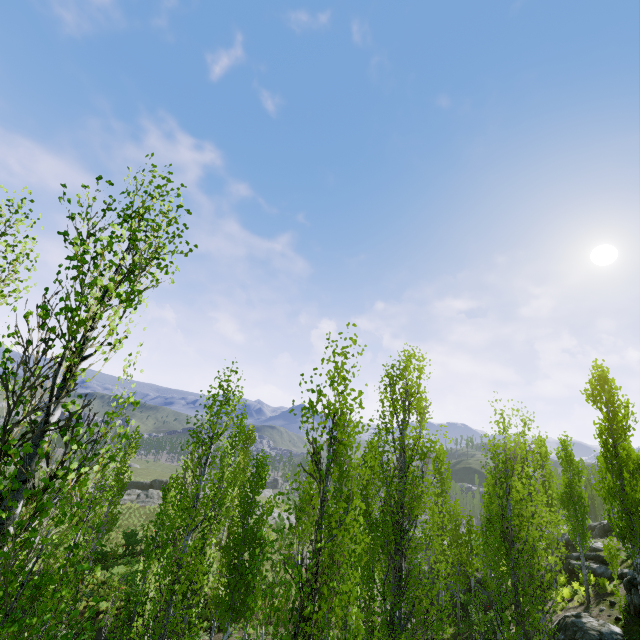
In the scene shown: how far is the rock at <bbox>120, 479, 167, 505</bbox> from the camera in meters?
41.7

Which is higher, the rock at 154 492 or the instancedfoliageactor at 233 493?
the instancedfoliageactor at 233 493

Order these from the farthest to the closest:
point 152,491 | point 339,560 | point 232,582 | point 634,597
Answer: point 152,491
point 634,597
point 232,582
point 339,560

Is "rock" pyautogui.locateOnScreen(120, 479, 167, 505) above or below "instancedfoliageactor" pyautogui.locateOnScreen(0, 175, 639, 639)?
below

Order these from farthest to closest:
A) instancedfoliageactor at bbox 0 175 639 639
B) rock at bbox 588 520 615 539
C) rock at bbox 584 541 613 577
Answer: rock at bbox 588 520 615 539 → rock at bbox 584 541 613 577 → instancedfoliageactor at bbox 0 175 639 639

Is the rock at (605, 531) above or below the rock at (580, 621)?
above

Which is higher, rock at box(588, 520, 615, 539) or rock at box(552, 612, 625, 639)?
rock at box(588, 520, 615, 539)

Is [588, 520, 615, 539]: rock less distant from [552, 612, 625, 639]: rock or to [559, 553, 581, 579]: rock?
[559, 553, 581, 579]: rock
